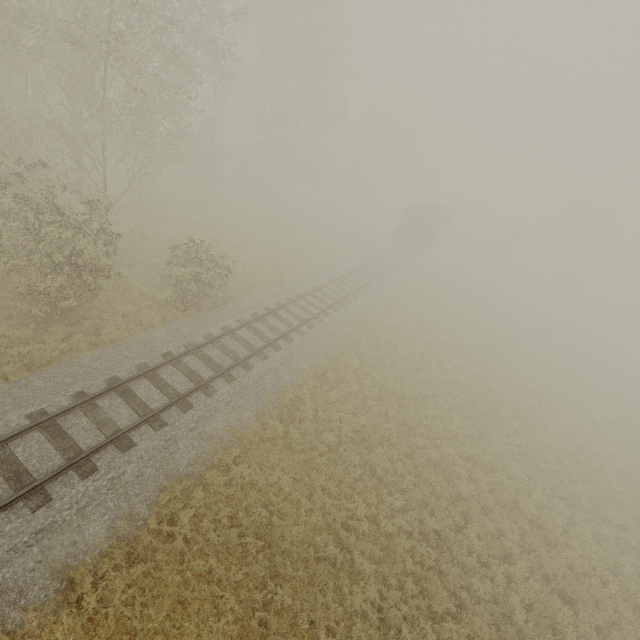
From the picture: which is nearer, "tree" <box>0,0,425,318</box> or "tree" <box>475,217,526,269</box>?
"tree" <box>0,0,425,318</box>

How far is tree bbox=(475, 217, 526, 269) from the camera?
45.9m

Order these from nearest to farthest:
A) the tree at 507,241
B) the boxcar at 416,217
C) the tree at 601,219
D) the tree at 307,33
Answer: the tree at 307,33 < the boxcar at 416,217 < the tree at 507,241 < the tree at 601,219

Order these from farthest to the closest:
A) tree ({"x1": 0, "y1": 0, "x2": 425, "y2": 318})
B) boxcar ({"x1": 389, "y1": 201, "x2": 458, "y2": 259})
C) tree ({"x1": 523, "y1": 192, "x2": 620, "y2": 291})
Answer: tree ({"x1": 523, "y1": 192, "x2": 620, "y2": 291}) → boxcar ({"x1": 389, "y1": 201, "x2": 458, "y2": 259}) → tree ({"x1": 0, "y1": 0, "x2": 425, "y2": 318})

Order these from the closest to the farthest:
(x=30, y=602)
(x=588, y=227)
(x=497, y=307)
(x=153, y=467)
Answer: (x=30, y=602) < (x=153, y=467) < (x=497, y=307) < (x=588, y=227)

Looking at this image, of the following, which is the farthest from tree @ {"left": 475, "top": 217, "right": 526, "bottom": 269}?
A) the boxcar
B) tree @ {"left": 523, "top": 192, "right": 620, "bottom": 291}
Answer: tree @ {"left": 523, "top": 192, "right": 620, "bottom": 291}

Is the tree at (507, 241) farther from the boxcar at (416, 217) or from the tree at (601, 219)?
the tree at (601, 219)
